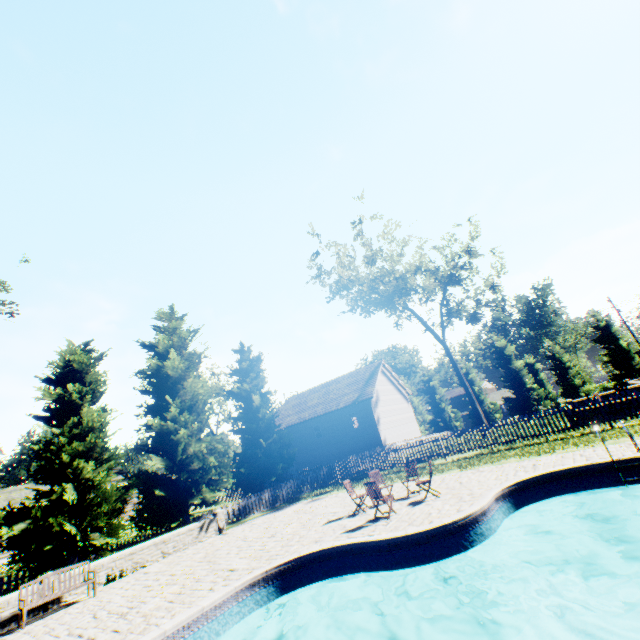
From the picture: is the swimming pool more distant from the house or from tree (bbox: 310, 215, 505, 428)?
the house

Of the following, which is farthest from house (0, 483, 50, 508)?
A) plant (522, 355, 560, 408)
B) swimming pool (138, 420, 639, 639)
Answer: plant (522, 355, 560, 408)

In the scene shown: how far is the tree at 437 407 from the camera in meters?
46.0 m

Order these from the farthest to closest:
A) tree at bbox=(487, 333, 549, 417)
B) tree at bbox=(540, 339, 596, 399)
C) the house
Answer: tree at bbox=(487, 333, 549, 417) < tree at bbox=(540, 339, 596, 399) < the house

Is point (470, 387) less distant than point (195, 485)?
No

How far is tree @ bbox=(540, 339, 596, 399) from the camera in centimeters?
3816cm

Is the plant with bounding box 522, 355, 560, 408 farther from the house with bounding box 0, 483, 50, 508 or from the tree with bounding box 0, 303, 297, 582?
the house with bounding box 0, 483, 50, 508
